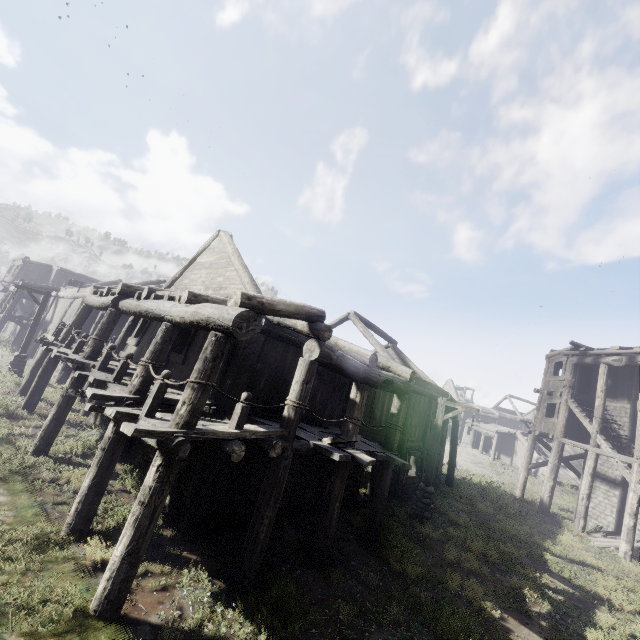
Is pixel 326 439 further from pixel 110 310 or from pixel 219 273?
pixel 110 310

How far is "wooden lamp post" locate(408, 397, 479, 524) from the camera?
12.4m

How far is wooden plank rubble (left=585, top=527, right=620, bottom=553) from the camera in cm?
1491

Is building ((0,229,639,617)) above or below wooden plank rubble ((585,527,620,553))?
above

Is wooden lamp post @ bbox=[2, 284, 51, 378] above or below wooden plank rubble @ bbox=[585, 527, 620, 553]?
above

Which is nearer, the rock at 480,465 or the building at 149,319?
the building at 149,319

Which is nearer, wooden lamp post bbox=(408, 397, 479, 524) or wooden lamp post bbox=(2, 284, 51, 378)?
wooden lamp post bbox=(408, 397, 479, 524)

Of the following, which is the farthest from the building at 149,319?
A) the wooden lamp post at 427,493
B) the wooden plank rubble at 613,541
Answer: the wooden lamp post at 427,493
